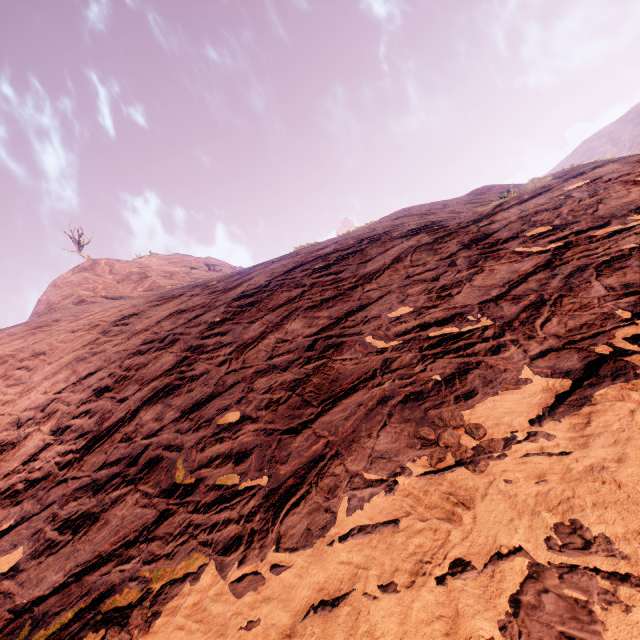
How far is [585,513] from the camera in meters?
1.5 m
